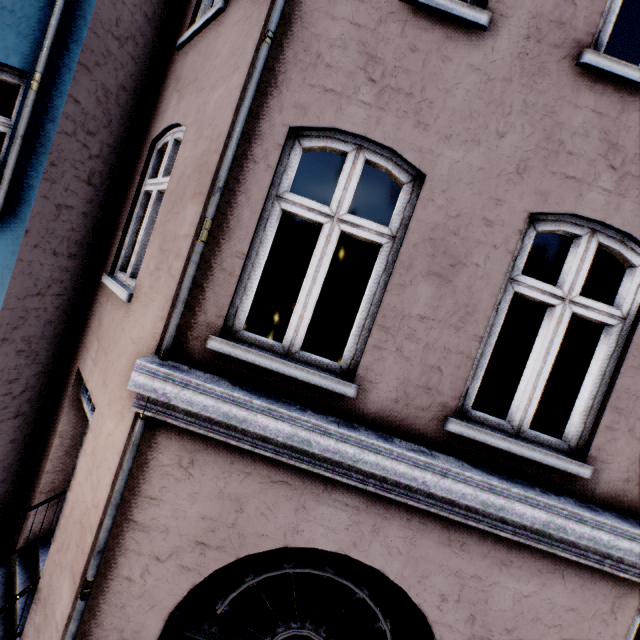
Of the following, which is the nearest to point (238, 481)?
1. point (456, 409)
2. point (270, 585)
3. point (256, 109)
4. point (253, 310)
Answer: point (456, 409)
